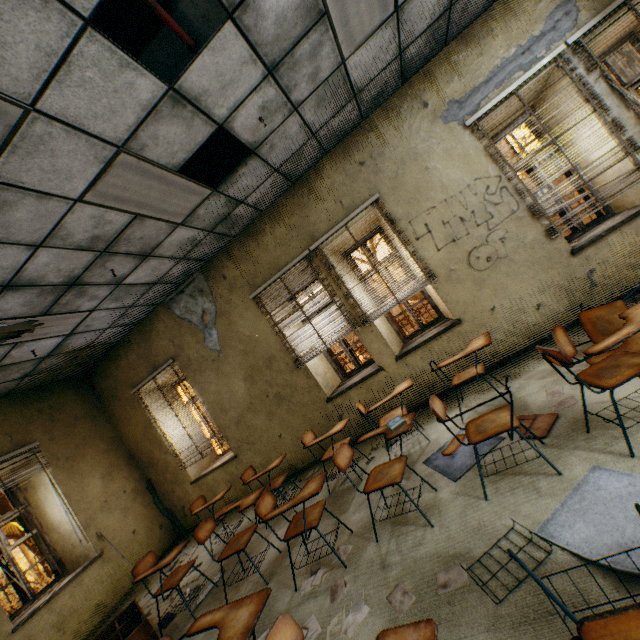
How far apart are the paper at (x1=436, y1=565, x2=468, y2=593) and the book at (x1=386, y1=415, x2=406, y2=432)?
1.04m

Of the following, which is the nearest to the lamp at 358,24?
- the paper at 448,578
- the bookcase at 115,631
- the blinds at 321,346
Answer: the blinds at 321,346

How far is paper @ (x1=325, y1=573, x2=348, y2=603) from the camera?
2.5m

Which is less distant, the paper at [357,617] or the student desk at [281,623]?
the student desk at [281,623]

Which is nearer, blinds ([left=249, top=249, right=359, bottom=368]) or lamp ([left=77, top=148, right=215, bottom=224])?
lamp ([left=77, top=148, right=215, bottom=224])

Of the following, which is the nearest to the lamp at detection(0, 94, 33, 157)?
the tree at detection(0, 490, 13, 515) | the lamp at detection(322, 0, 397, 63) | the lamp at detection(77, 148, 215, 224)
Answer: the lamp at detection(77, 148, 215, 224)

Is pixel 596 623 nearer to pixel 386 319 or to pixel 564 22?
pixel 386 319

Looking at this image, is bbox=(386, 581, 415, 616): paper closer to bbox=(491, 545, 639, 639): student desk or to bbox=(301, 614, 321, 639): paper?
bbox=(301, 614, 321, 639): paper
